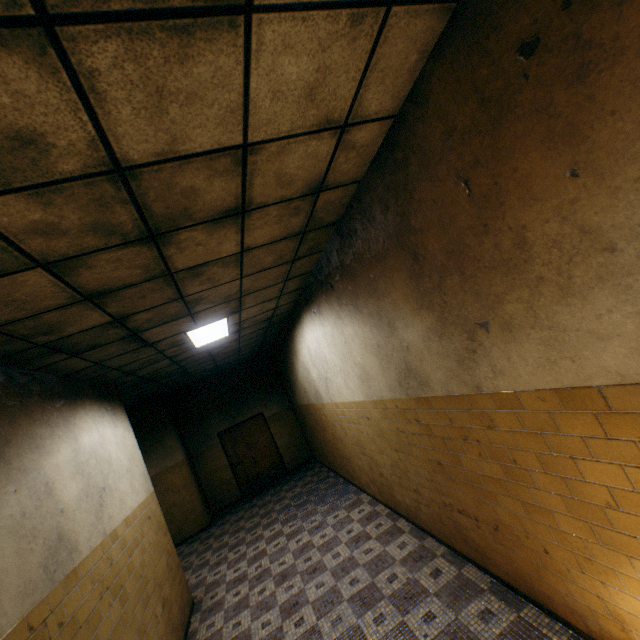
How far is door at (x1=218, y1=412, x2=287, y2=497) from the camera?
10.5m

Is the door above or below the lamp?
below

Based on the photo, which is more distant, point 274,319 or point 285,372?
point 285,372

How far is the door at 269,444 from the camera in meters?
10.5 m

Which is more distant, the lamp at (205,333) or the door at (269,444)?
the door at (269,444)

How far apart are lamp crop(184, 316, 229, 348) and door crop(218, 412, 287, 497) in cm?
566

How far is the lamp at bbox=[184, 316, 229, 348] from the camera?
4.9m

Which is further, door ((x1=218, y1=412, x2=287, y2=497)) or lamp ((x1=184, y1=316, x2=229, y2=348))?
door ((x1=218, y1=412, x2=287, y2=497))
